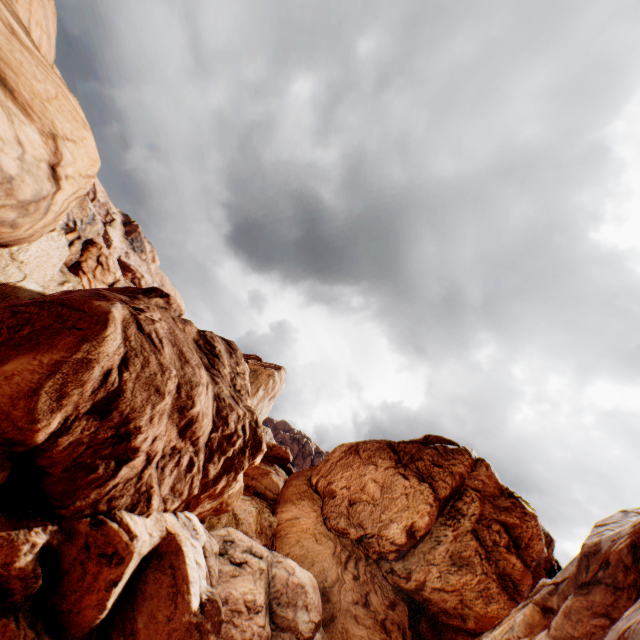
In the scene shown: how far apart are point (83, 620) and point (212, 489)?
7.5 meters
